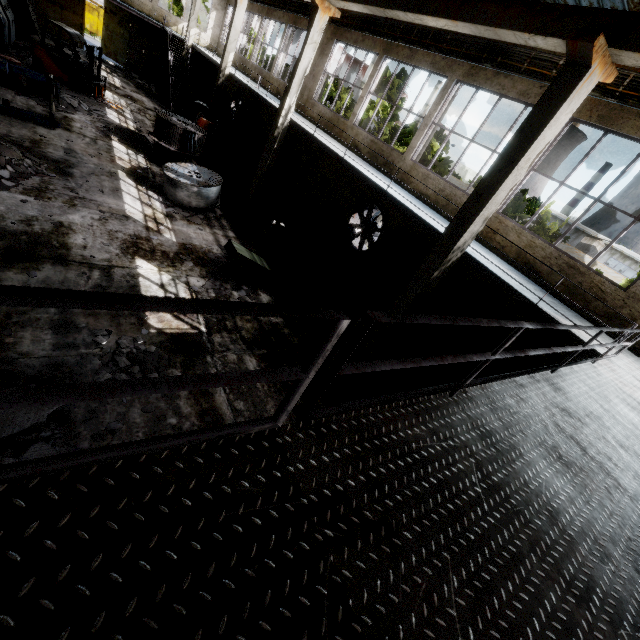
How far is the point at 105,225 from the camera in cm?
883

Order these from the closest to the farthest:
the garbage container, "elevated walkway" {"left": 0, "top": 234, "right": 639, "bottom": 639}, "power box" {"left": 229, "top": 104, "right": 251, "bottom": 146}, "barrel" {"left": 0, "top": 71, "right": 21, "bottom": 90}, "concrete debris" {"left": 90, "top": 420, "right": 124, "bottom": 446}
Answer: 1. "elevated walkway" {"left": 0, "top": 234, "right": 639, "bottom": 639}
2. "concrete debris" {"left": 90, "top": 420, "right": 124, "bottom": 446}
3. "barrel" {"left": 0, "top": 71, "right": 21, "bottom": 90}
4. "power box" {"left": 229, "top": 104, "right": 251, "bottom": 146}
5. the garbage container

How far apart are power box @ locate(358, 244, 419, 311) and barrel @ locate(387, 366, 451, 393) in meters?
3.1

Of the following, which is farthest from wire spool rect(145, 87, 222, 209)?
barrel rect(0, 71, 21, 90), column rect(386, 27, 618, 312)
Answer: column rect(386, 27, 618, 312)

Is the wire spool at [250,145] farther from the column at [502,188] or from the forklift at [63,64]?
the column at [502,188]

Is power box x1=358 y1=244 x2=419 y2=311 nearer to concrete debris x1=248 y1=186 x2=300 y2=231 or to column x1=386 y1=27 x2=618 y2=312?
column x1=386 y1=27 x2=618 y2=312

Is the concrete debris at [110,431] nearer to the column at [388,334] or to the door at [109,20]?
the column at [388,334]

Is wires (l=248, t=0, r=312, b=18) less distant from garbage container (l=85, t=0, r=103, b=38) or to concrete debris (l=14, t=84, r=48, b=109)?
concrete debris (l=14, t=84, r=48, b=109)
